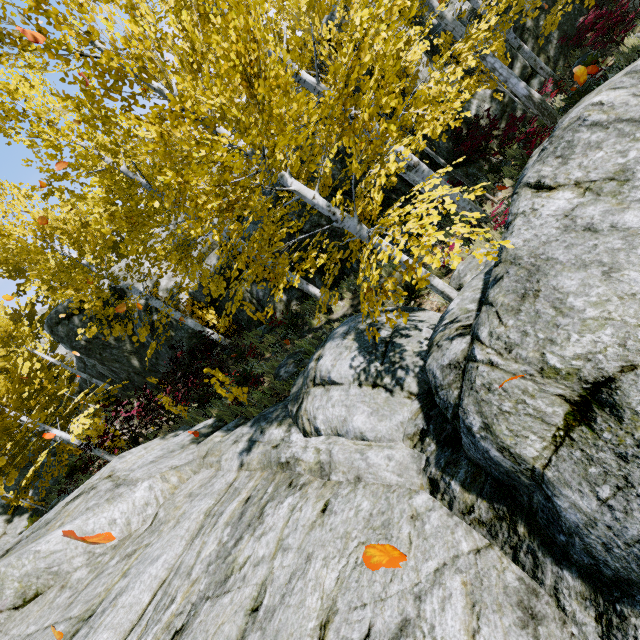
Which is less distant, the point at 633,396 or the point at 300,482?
the point at 633,396

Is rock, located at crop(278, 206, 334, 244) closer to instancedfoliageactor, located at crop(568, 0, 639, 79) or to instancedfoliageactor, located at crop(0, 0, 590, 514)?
instancedfoliageactor, located at crop(568, 0, 639, 79)

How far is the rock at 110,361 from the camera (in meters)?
14.22

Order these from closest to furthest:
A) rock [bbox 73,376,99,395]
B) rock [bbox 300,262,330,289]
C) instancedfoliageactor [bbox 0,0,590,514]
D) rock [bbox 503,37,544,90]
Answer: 1. instancedfoliageactor [bbox 0,0,590,514]
2. rock [bbox 503,37,544,90]
3. rock [bbox 300,262,330,289]
4. rock [bbox 73,376,99,395]

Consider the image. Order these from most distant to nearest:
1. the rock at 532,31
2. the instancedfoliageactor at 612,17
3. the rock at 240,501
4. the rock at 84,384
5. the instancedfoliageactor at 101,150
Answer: the rock at 84,384 < the rock at 532,31 < the instancedfoliageactor at 612,17 < the instancedfoliageactor at 101,150 < the rock at 240,501

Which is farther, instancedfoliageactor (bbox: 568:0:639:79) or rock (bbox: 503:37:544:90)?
rock (bbox: 503:37:544:90)

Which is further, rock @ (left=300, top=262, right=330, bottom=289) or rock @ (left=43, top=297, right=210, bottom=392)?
rock @ (left=43, top=297, right=210, bottom=392)

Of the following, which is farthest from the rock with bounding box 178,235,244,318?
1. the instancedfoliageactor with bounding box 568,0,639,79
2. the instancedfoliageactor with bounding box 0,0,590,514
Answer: the instancedfoliageactor with bounding box 0,0,590,514
